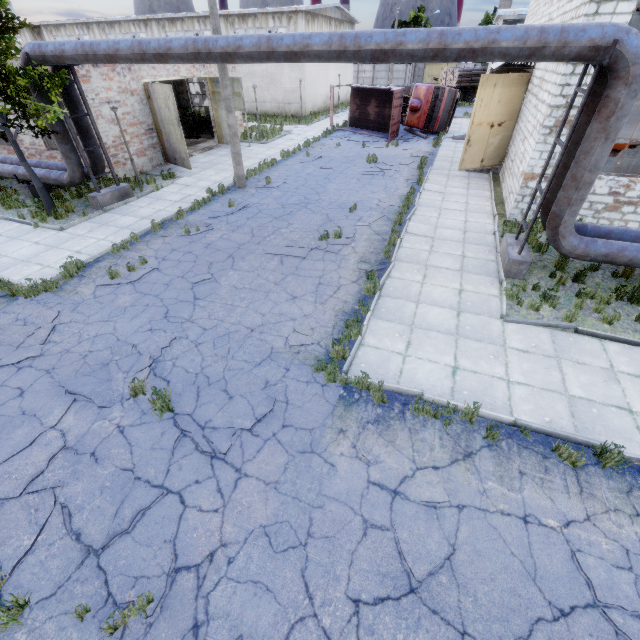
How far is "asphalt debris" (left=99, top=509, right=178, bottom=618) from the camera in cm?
380

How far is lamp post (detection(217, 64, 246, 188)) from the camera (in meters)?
12.87

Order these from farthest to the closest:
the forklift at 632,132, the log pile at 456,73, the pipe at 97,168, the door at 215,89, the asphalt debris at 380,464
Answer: the log pile at 456,73
the door at 215,89
the forklift at 632,132
the pipe at 97,168
the asphalt debris at 380,464

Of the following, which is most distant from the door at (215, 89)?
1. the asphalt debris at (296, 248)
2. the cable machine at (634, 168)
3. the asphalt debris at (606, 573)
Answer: the asphalt debris at (606, 573)

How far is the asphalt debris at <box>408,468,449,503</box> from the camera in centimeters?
456cm

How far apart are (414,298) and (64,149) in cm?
1429

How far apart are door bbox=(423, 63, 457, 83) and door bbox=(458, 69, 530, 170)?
56.5m

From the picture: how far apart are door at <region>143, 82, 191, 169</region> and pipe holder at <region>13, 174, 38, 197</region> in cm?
544
